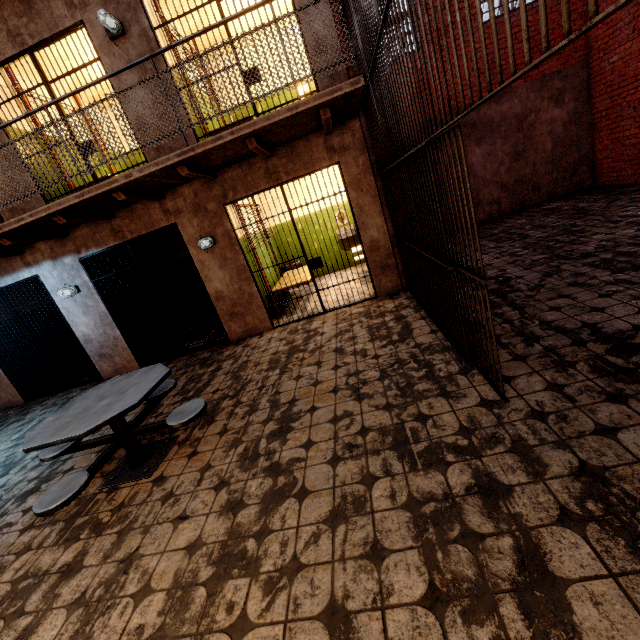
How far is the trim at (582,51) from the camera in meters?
7.6

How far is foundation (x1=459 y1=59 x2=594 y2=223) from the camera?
8.0 meters

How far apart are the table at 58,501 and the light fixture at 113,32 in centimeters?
481cm

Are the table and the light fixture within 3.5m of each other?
no

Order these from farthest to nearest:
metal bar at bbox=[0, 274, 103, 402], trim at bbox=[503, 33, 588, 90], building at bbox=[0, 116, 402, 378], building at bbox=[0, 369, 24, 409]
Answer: trim at bbox=[503, 33, 588, 90], building at bbox=[0, 369, 24, 409], metal bar at bbox=[0, 274, 103, 402], building at bbox=[0, 116, 402, 378]

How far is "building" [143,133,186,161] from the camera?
5.18m

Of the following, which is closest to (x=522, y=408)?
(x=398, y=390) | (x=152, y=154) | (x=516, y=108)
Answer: (x=398, y=390)
